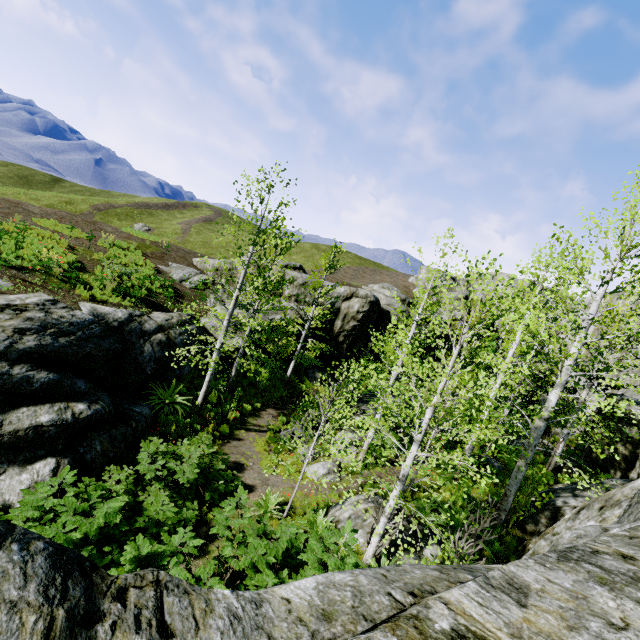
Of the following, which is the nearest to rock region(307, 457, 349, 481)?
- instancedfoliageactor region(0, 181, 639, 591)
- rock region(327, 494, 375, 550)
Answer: instancedfoliageactor region(0, 181, 639, 591)

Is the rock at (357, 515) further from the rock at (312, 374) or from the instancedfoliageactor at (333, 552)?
the rock at (312, 374)

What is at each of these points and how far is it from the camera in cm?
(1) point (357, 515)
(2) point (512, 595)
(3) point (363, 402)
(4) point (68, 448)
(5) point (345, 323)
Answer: (1) rock, 988
(2) rock, 304
(3) rock, 2030
(4) rock, 891
(5) rock, 2725

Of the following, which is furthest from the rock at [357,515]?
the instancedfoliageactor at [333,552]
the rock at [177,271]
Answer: the rock at [177,271]

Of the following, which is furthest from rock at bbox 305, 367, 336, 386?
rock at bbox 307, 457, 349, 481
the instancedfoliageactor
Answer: rock at bbox 307, 457, 349, 481

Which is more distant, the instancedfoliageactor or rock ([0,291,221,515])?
rock ([0,291,221,515])

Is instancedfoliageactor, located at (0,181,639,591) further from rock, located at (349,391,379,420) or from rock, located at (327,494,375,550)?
rock, located at (327,494,375,550)

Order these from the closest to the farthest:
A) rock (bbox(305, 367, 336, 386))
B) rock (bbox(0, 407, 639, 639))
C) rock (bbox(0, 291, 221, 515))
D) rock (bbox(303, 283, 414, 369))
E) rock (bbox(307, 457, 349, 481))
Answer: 1. rock (bbox(0, 407, 639, 639))
2. rock (bbox(0, 291, 221, 515))
3. rock (bbox(307, 457, 349, 481))
4. rock (bbox(305, 367, 336, 386))
5. rock (bbox(303, 283, 414, 369))
